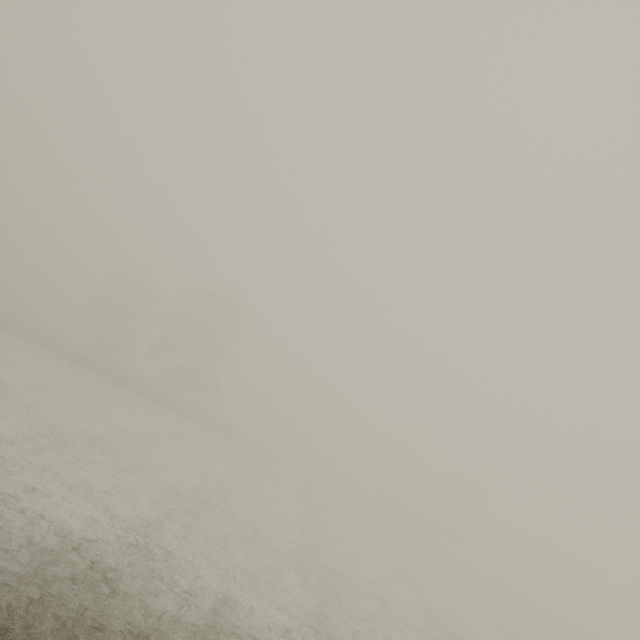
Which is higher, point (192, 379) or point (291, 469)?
point (192, 379)
